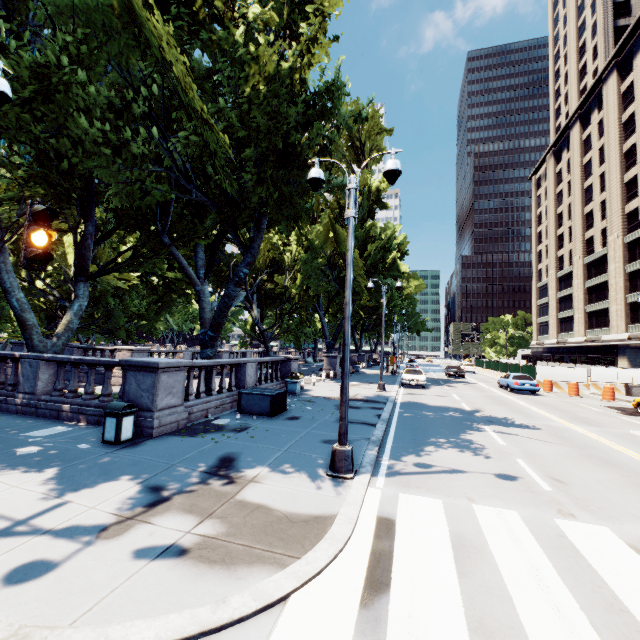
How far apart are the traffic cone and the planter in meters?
21.5

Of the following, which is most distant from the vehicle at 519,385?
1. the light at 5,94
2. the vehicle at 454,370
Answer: the light at 5,94

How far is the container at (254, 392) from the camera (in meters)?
12.16

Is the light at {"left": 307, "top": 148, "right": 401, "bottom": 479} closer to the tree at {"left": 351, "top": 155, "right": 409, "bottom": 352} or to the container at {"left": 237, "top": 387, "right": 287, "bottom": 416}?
Result: the tree at {"left": 351, "top": 155, "right": 409, "bottom": 352}

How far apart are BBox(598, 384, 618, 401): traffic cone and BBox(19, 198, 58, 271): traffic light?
30.6 meters

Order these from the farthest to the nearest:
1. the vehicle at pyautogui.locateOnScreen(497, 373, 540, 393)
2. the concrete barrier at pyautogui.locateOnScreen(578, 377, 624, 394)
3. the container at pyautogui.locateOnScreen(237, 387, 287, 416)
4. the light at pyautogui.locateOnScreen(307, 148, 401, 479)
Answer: the concrete barrier at pyautogui.locateOnScreen(578, 377, 624, 394), the vehicle at pyautogui.locateOnScreen(497, 373, 540, 393), the container at pyautogui.locateOnScreen(237, 387, 287, 416), the light at pyautogui.locateOnScreen(307, 148, 401, 479)

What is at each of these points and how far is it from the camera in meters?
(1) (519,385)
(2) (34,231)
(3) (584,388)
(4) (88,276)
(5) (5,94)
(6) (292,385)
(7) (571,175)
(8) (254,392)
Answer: (1) vehicle, 24.2
(2) traffic light, 4.1
(3) concrete barrier, 27.0
(4) tree, 13.6
(5) light, 5.5
(6) planter, 17.8
(7) building, 55.1
(8) container, 12.4

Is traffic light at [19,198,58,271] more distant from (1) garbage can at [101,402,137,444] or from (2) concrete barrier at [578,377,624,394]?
(2) concrete barrier at [578,377,624,394]
